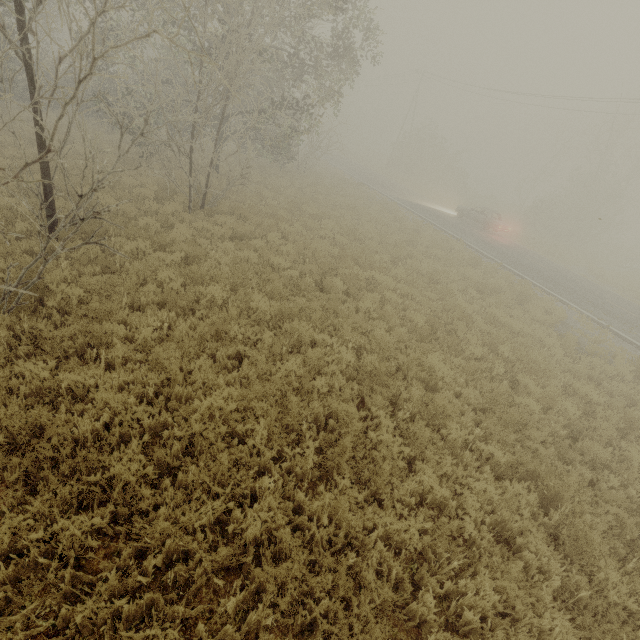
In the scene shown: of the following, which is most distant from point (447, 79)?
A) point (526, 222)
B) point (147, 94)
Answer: point (147, 94)

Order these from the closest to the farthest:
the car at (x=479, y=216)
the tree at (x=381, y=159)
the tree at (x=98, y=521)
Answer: the tree at (x=98, y=521), the car at (x=479, y=216), the tree at (x=381, y=159)

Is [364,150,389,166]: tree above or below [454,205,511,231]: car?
below

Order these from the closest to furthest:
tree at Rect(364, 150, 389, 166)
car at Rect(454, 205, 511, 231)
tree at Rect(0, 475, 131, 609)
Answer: tree at Rect(0, 475, 131, 609) < car at Rect(454, 205, 511, 231) < tree at Rect(364, 150, 389, 166)

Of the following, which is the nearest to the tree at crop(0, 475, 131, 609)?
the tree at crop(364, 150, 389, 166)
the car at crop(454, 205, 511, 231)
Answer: the tree at crop(364, 150, 389, 166)

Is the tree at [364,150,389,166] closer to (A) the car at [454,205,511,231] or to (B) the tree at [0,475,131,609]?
(A) the car at [454,205,511,231]

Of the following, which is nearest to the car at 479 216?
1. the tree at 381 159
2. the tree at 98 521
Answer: the tree at 381 159
